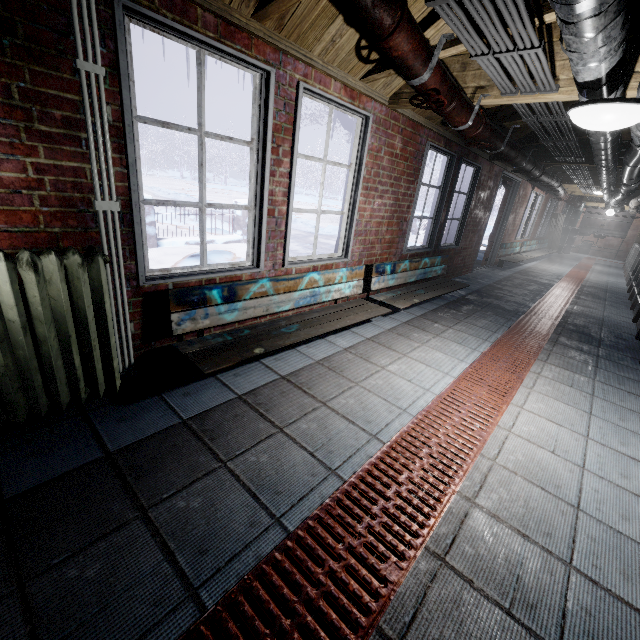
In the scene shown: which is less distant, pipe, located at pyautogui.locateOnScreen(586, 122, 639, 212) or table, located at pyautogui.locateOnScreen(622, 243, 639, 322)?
pipe, located at pyautogui.locateOnScreen(586, 122, 639, 212)

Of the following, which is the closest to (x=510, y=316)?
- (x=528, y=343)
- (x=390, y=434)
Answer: (x=528, y=343)

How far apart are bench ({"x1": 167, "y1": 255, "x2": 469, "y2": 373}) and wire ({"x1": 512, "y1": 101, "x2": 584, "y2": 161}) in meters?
1.8

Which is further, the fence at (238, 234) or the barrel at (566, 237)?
the barrel at (566, 237)

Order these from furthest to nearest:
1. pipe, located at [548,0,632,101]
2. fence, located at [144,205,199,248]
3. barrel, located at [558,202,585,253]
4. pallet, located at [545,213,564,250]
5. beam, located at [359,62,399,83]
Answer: barrel, located at [558,202,585,253] < pallet, located at [545,213,564,250] < fence, located at [144,205,199,248] < beam, located at [359,62,399,83] < pipe, located at [548,0,632,101]

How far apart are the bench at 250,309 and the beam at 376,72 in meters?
1.5 m

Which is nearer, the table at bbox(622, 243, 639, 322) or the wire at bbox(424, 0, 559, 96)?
the wire at bbox(424, 0, 559, 96)

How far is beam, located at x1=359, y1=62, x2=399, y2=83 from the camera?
2.4m
